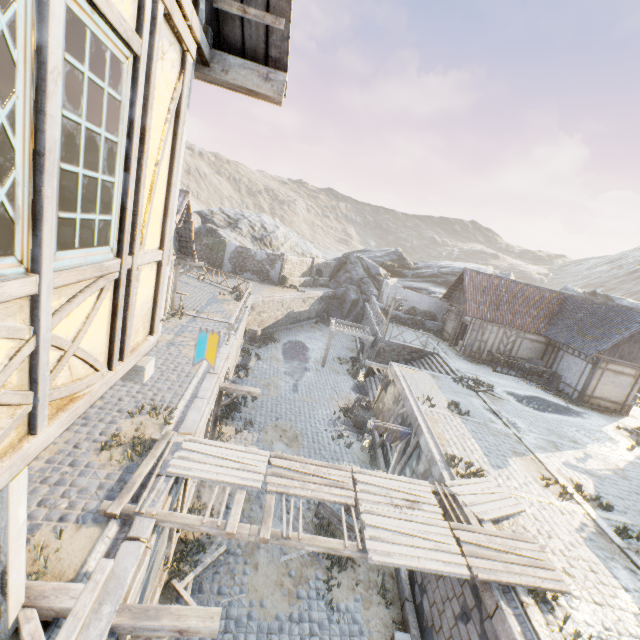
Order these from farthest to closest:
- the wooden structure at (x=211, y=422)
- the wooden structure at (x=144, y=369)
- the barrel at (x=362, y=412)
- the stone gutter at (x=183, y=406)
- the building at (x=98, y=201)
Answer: the barrel at (x=362, y=412)
the wooden structure at (x=211, y=422)
the stone gutter at (x=183, y=406)
the wooden structure at (x=144, y=369)
the building at (x=98, y=201)

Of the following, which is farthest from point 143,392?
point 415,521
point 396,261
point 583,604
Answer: point 396,261

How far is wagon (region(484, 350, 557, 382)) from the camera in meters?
20.7

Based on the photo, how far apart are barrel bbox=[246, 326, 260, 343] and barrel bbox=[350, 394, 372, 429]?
10.4 meters

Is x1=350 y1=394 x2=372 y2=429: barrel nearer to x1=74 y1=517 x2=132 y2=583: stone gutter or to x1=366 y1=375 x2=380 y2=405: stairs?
x1=366 y1=375 x2=380 y2=405: stairs

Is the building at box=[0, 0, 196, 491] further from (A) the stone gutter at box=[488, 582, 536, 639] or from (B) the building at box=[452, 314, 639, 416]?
(B) the building at box=[452, 314, 639, 416]

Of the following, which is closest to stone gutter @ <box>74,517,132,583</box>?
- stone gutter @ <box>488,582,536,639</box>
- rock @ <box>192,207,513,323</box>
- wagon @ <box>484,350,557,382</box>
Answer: stone gutter @ <box>488,582,536,639</box>

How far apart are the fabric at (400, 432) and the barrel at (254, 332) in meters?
14.4
